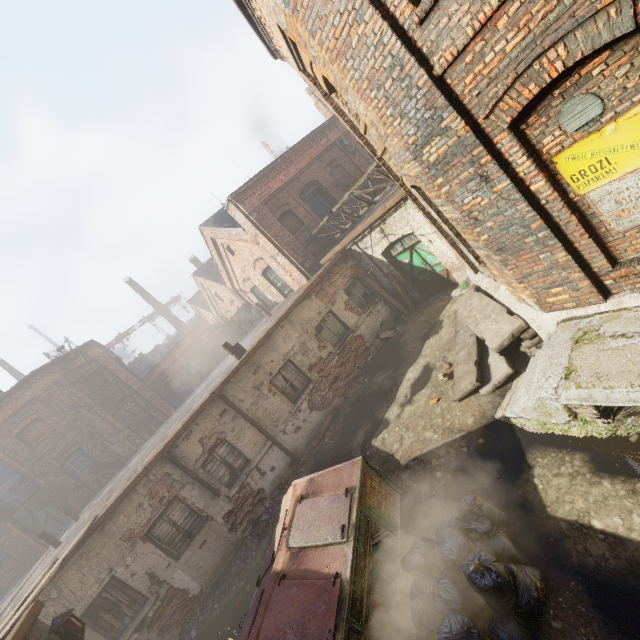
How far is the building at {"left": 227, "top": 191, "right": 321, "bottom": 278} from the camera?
13.31m

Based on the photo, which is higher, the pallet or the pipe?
the pipe

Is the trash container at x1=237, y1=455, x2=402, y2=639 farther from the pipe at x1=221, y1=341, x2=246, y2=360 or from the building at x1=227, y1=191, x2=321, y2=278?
the building at x1=227, y1=191, x2=321, y2=278

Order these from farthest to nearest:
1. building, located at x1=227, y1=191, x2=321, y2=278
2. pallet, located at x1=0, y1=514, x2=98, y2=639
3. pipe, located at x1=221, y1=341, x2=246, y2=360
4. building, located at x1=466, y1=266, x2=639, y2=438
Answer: building, located at x1=227, y1=191, x2=321, y2=278 < pipe, located at x1=221, y1=341, x2=246, y2=360 < pallet, located at x1=0, y1=514, x2=98, y2=639 < building, located at x1=466, y1=266, x2=639, y2=438

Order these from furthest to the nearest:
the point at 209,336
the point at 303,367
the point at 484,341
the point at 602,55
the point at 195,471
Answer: the point at 209,336 → the point at 303,367 → the point at 195,471 → the point at 484,341 → the point at 602,55

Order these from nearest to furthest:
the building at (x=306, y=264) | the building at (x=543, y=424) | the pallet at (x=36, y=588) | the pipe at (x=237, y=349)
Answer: the building at (x=543, y=424), the pallet at (x=36, y=588), the pipe at (x=237, y=349), the building at (x=306, y=264)

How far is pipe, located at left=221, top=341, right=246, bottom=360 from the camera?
11.12m

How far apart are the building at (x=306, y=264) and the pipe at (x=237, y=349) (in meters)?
4.41
